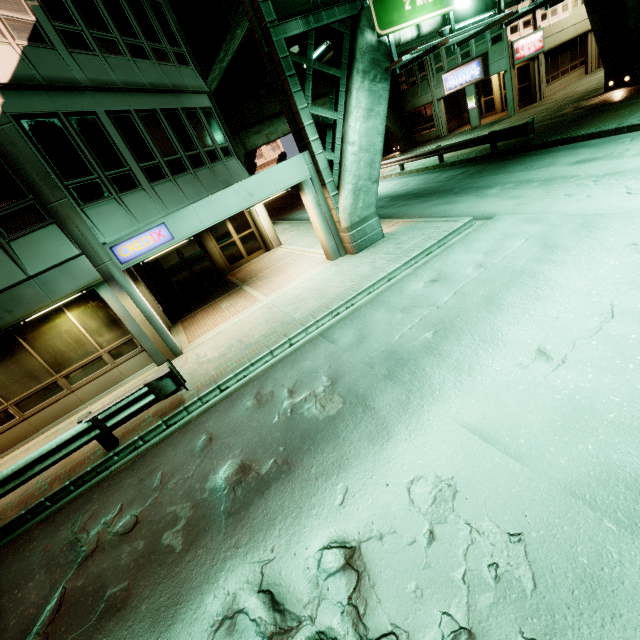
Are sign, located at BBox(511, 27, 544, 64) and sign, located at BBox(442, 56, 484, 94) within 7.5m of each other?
yes

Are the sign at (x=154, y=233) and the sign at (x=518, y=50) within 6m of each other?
no

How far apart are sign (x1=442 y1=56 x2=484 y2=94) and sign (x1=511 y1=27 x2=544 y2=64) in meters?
1.7 m

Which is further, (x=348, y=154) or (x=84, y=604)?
(x=348, y=154)

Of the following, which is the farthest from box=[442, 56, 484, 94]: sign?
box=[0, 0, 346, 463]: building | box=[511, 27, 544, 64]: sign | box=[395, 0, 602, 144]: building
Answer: box=[0, 0, 346, 463]: building

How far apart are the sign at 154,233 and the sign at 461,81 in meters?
27.0 m

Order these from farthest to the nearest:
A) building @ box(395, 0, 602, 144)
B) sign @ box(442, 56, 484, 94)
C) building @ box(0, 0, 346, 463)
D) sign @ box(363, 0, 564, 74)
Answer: sign @ box(442, 56, 484, 94) < building @ box(395, 0, 602, 144) < sign @ box(363, 0, 564, 74) < building @ box(0, 0, 346, 463)

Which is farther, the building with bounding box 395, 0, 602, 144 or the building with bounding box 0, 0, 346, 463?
the building with bounding box 395, 0, 602, 144
